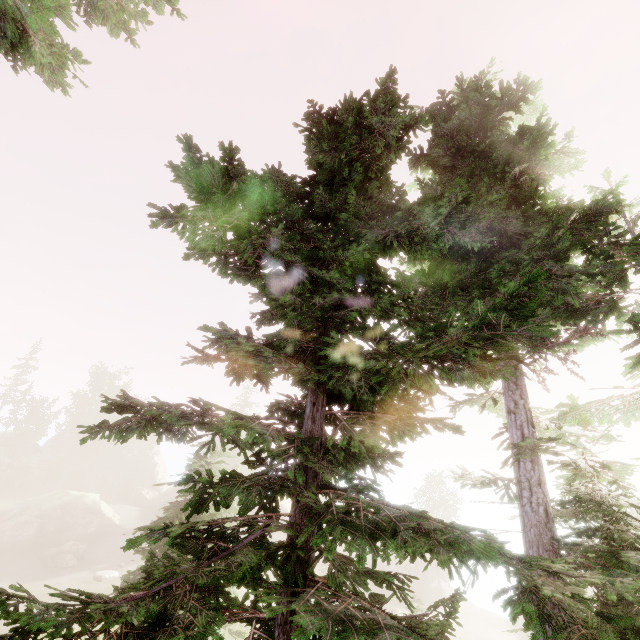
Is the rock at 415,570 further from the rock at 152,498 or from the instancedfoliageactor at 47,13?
the rock at 152,498

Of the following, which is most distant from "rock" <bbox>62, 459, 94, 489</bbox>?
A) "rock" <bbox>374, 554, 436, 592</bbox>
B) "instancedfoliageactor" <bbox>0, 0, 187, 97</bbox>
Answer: "rock" <bbox>374, 554, 436, 592</bbox>

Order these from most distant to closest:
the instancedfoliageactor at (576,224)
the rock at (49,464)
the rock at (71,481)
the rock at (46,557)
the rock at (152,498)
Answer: the rock at (152,498), the rock at (71,481), the rock at (49,464), the rock at (46,557), the instancedfoliageactor at (576,224)

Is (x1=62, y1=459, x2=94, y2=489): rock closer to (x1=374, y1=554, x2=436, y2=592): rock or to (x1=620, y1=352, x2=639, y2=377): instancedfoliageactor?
(x1=620, y1=352, x2=639, y2=377): instancedfoliageactor

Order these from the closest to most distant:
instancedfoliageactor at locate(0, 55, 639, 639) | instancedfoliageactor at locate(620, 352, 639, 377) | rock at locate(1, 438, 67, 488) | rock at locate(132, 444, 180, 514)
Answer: instancedfoliageactor at locate(0, 55, 639, 639) < instancedfoliageactor at locate(620, 352, 639, 377) < rock at locate(1, 438, 67, 488) < rock at locate(132, 444, 180, 514)

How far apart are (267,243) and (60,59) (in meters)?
7.22

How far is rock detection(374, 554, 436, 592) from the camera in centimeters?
3656cm
